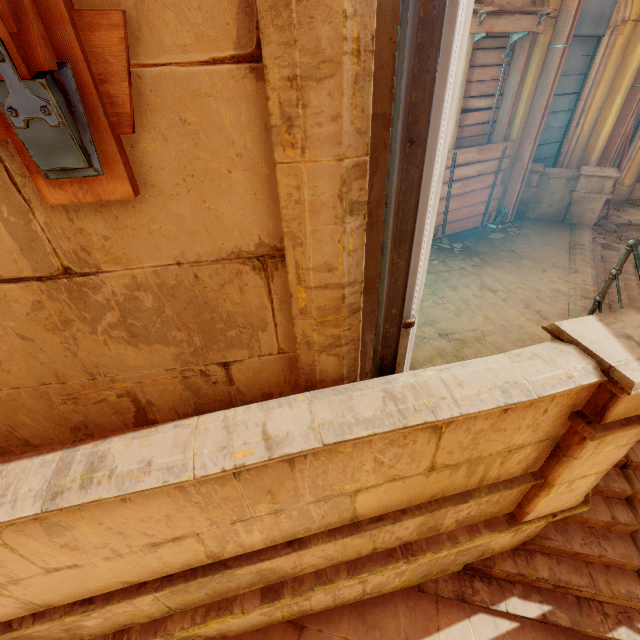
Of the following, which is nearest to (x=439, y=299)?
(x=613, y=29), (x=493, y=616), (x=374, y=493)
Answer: (x=374, y=493)

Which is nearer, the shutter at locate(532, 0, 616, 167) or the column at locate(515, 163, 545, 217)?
the shutter at locate(532, 0, 616, 167)

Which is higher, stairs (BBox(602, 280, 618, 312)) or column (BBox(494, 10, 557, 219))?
column (BBox(494, 10, 557, 219))

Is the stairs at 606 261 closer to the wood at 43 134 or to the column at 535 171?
the column at 535 171

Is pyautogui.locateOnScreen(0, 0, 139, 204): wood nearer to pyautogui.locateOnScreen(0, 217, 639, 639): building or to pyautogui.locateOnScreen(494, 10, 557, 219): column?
pyautogui.locateOnScreen(0, 217, 639, 639): building

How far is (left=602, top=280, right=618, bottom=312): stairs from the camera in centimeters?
438cm

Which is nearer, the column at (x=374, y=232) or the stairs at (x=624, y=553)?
the column at (x=374, y=232)
